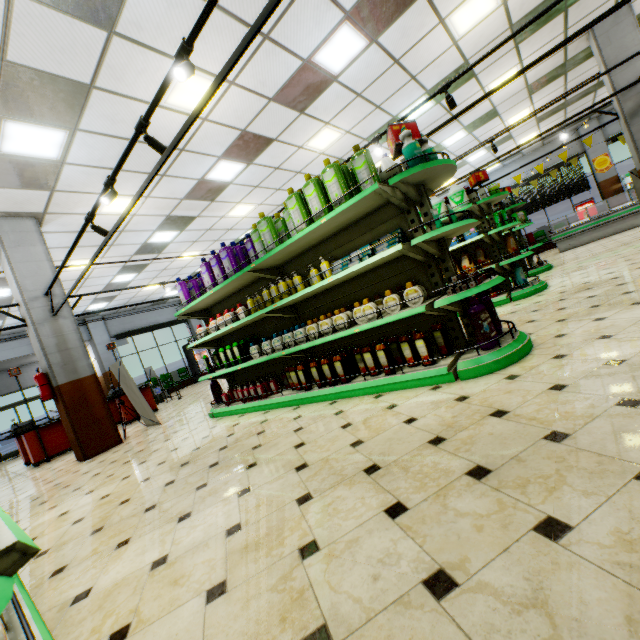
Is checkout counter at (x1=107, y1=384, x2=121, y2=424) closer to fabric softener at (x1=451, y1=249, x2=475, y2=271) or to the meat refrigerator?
fabric softener at (x1=451, y1=249, x2=475, y2=271)

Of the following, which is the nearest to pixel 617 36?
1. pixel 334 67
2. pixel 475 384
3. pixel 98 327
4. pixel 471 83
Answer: pixel 471 83

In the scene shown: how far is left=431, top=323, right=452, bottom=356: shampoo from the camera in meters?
3.2 m

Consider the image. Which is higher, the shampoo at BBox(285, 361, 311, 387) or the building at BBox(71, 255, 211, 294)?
the building at BBox(71, 255, 211, 294)

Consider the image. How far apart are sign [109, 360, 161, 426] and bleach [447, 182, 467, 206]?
7.6 meters

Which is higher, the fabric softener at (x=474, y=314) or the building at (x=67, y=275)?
the building at (x=67, y=275)

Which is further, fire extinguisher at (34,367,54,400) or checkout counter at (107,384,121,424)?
checkout counter at (107,384,121,424)

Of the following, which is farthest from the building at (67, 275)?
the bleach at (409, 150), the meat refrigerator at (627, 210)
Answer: the bleach at (409, 150)
